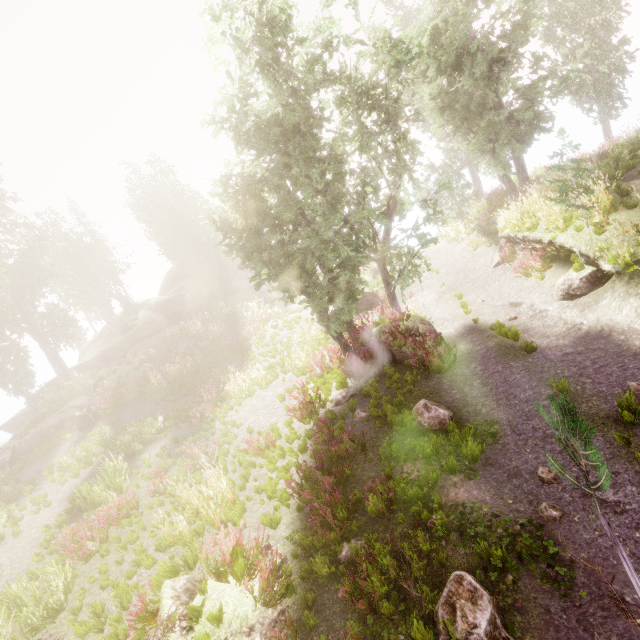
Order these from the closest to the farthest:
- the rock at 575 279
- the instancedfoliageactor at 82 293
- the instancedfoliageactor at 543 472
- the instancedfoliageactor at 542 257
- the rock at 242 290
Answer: the instancedfoliageactor at 543 472 < the rock at 575 279 < the instancedfoliageactor at 542 257 < the instancedfoliageactor at 82 293 < the rock at 242 290

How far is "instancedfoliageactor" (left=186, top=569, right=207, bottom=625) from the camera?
4.8 meters

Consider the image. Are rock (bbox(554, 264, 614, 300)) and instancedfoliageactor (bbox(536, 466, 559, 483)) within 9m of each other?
yes

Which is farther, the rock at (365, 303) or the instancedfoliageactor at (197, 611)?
the rock at (365, 303)

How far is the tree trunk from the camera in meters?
18.3

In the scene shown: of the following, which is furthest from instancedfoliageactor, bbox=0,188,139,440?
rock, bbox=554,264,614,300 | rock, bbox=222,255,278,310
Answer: rock, bbox=554,264,614,300

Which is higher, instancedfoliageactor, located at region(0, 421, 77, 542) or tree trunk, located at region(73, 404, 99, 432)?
tree trunk, located at region(73, 404, 99, 432)

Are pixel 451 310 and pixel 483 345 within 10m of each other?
yes
